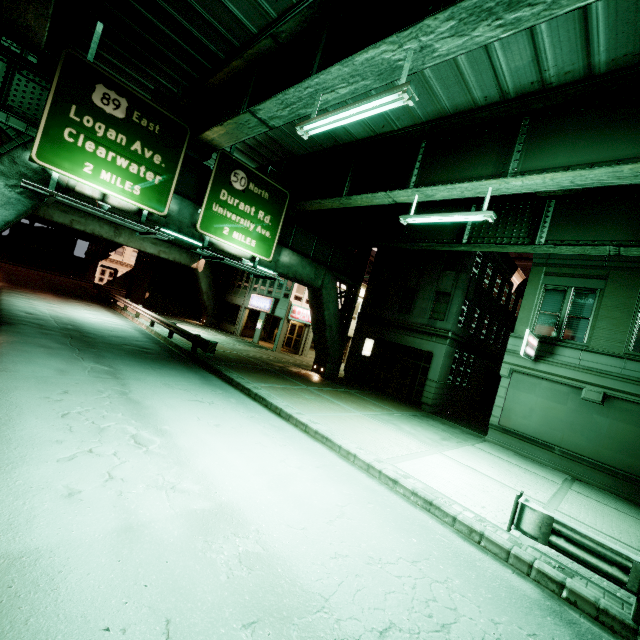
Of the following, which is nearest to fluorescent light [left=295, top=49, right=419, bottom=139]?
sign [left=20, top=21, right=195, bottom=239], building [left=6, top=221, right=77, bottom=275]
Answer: sign [left=20, top=21, right=195, bottom=239]

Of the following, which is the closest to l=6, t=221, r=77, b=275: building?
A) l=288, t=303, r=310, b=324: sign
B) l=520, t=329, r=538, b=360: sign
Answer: l=288, t=303, r=310, b=324: sign

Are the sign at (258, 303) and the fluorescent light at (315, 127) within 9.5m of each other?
no

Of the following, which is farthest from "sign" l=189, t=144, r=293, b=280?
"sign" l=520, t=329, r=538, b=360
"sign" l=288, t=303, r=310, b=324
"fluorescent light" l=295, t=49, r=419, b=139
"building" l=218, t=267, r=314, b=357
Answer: "sign" l=288, t=303, r=310, b=324

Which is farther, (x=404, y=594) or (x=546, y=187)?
(x=546, y=187)

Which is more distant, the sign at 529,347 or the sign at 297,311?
the sign at 297,311

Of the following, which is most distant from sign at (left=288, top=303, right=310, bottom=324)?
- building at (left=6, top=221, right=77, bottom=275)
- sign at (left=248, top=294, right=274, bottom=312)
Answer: building at (left=6, top=221, right=77, bottom=275)

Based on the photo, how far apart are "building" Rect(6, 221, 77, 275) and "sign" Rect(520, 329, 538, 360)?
60.92m
